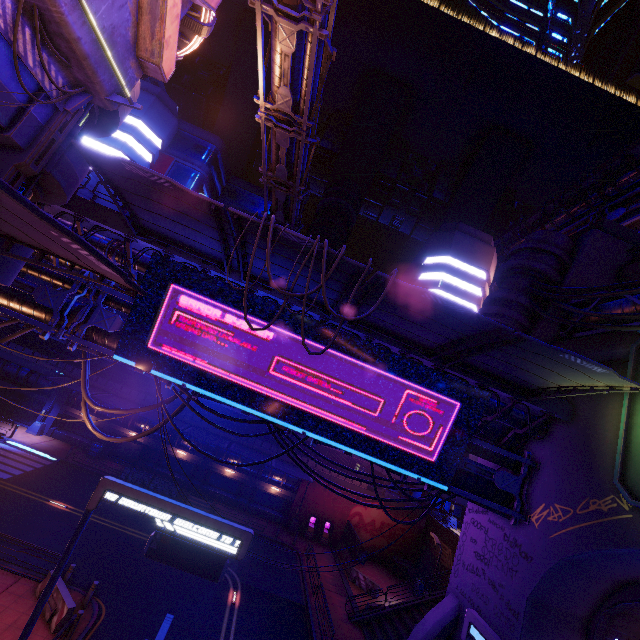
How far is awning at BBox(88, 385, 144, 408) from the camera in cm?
2819

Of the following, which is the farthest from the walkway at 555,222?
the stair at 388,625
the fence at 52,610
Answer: the fence at 52,610

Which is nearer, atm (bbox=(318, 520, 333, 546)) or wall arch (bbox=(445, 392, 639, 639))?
wall arch (bbox=(445, 392, 639, 639))

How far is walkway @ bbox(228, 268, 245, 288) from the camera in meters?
12.3

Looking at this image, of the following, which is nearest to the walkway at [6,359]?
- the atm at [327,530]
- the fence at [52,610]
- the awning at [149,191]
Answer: the atm at [327,530]

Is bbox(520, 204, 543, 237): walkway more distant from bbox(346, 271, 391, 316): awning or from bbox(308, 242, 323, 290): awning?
bbox(308, 242, 323, 290): awning

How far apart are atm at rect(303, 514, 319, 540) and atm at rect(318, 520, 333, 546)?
0.5m

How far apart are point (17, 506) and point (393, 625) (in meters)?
24.71
